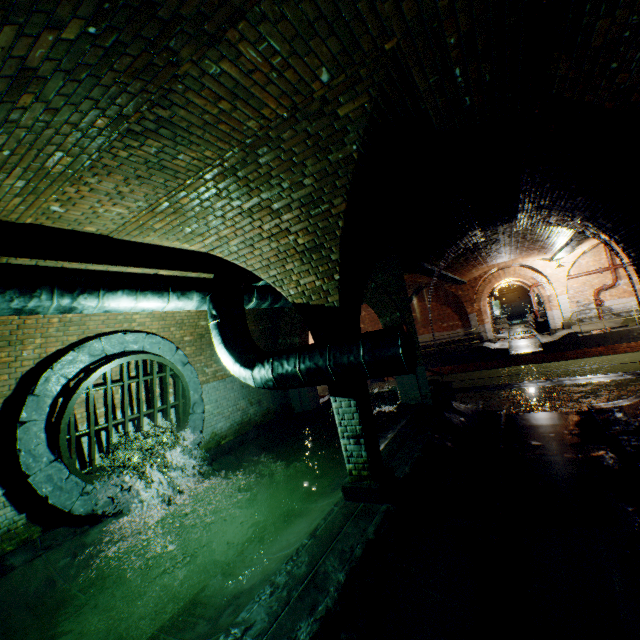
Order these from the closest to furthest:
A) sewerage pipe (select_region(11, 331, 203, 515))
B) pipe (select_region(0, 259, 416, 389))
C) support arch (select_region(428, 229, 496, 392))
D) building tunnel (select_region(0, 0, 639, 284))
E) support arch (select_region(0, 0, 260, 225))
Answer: support arch (select_region(0, 0, 260, 225)), building tunnel (select_region(0, 0, 639, 284)), pipe (select_region(0, 259, 416, 389)), sewerage pipe (select_region(11, 331, 203, 515)), support arch (select_region(428, 229, 496, 392))

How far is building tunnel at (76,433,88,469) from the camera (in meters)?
5.82

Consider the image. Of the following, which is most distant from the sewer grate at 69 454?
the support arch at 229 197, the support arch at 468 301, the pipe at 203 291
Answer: the support arch at 468 301

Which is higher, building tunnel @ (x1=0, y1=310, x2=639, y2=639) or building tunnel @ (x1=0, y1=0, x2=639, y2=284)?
building tunnel @ (x1=0, y1=0, x2=639, y2=284)

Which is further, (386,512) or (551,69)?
(386,512)

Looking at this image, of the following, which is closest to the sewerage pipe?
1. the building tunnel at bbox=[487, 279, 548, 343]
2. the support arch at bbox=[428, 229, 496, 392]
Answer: the support arch at bbox=[428, 229, 496, 392]

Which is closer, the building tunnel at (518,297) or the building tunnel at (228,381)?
the building tunnel at (228,381)

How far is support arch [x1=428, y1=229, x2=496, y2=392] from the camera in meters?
9.3 m
